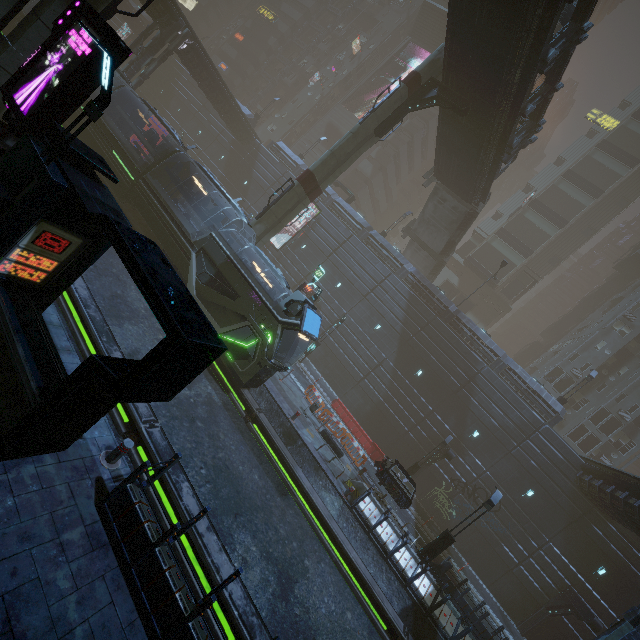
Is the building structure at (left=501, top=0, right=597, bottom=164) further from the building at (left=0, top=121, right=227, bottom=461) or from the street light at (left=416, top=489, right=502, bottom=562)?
the street light at (left=416, top=489, right=502, bottom=562)

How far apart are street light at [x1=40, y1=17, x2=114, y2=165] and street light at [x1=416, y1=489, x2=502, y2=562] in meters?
19.6

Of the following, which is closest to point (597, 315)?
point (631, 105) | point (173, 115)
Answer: point (631, 105)

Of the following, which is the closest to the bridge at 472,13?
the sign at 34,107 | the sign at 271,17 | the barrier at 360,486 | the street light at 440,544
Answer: the sign at 34,107

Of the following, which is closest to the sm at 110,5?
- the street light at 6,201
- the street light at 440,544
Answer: A: the street light at 6,201

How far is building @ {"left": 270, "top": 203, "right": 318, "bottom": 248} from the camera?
35.6 meters

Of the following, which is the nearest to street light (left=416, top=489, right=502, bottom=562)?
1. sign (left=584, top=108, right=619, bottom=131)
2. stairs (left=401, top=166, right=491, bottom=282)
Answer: stairs (left=401, top=166, right=491, bottom=282)

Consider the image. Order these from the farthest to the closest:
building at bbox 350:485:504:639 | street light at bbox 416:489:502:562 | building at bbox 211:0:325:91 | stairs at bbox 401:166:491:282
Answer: building at bbox 211:0:325:91 < stairs at bbox 401:166:491:282 < street light at bbox 416:489:502:562 < building at bbox 350:485:504:639
